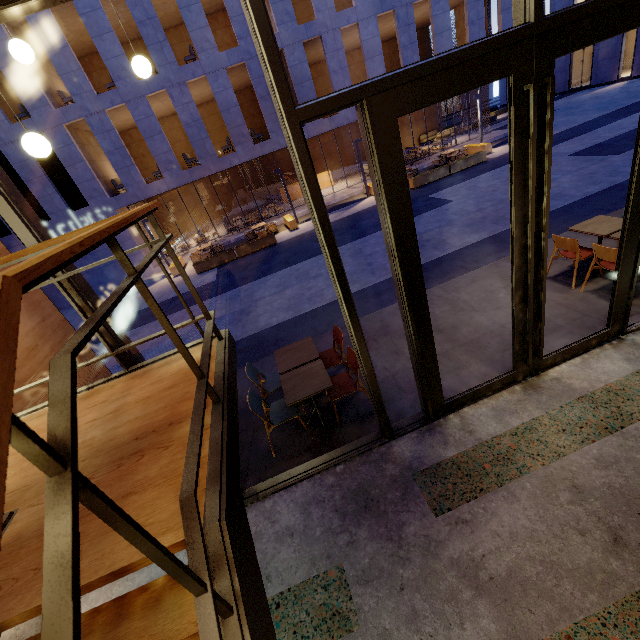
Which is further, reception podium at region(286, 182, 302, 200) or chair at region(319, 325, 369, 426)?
reception podium at region(286, 182, 302, 200)

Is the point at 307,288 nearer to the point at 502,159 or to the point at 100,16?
the point at 502,159

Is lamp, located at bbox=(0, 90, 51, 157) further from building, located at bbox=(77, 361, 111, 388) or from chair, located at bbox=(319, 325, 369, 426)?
chair, located at bbox=(319, 325, 369, 426)

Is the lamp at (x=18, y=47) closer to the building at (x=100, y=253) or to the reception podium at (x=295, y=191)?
the building at (x=100, y=253)

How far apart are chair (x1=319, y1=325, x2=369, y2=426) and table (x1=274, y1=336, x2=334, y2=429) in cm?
27

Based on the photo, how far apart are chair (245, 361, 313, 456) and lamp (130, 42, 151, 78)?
3.8m

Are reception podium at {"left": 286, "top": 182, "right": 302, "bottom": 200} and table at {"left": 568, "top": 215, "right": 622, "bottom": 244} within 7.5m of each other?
no

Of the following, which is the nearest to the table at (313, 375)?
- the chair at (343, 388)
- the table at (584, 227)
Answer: the chair at (343, 388)
